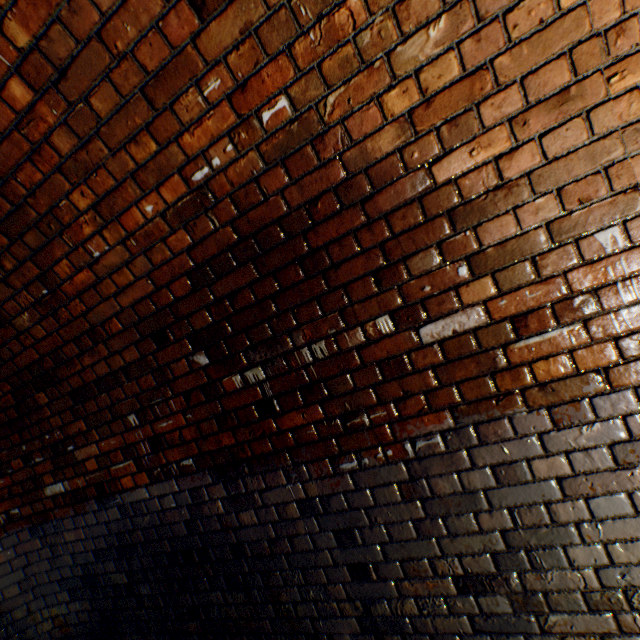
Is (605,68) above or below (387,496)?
above
